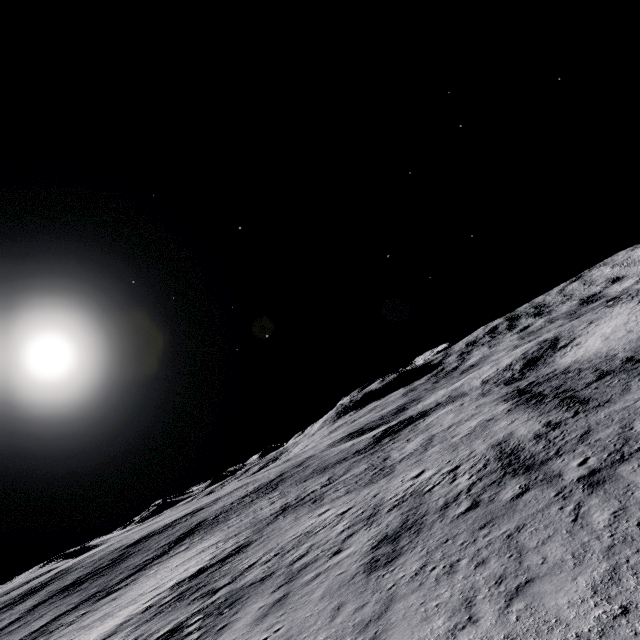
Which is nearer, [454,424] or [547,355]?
[454,424]
